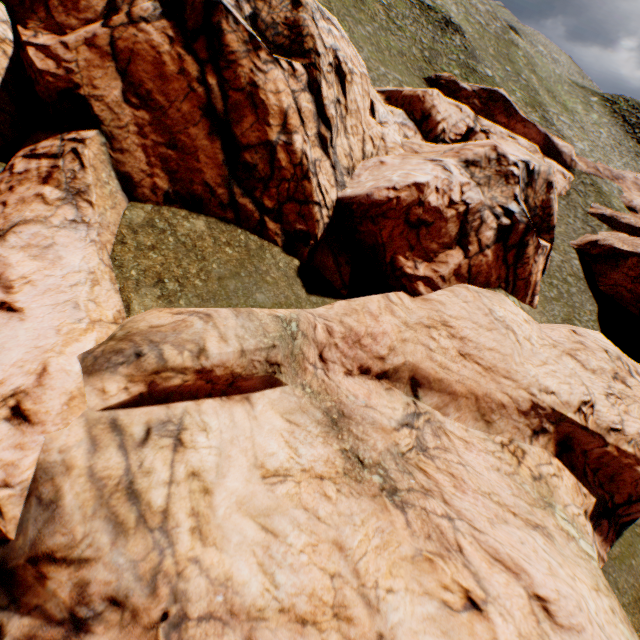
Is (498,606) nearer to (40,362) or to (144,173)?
(40,362)
